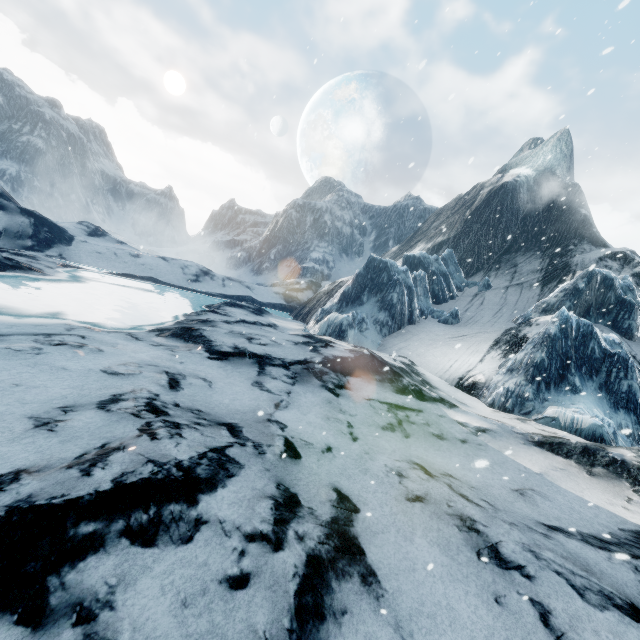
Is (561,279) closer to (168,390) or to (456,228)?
(456,228)
